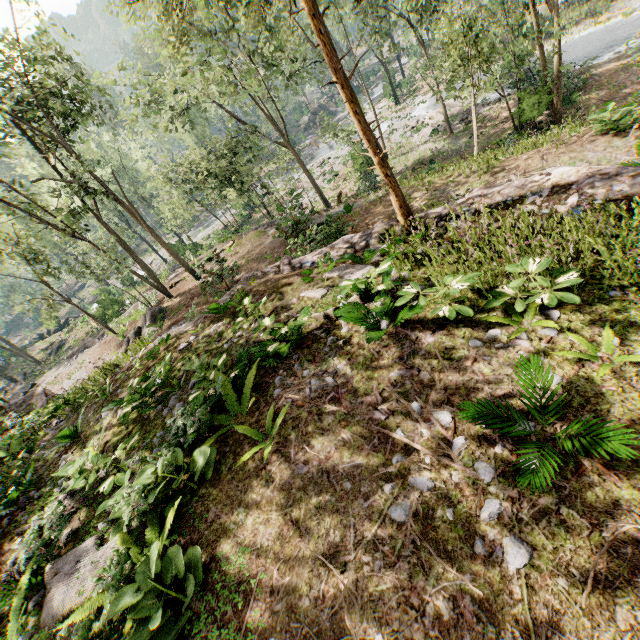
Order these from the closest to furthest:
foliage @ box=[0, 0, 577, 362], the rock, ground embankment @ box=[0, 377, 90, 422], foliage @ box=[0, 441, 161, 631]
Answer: foliage @ box=[0, 441, 161, 631] → ground embankment @ box=[0, 377, 90, 422] → foliage @ box=[0, 0, 577, 362] → the rock

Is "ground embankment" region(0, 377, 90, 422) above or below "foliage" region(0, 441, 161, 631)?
below

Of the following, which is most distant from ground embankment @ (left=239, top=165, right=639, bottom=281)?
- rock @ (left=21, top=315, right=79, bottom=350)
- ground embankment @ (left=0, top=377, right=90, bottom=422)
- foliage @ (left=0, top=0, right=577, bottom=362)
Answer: rock @ (left=21, top=315, right=79, bottom=350)

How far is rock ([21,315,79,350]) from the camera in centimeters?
4250cm

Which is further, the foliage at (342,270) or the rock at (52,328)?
the rock at (52,328)

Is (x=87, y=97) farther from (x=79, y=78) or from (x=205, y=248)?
(x=205, y=248)

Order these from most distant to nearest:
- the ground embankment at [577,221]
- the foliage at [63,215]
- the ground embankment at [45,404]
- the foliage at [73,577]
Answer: the foliage at [63,215], the ground embankment at [45,404], the ground embankment at [577,221], the foliage at [73,577]

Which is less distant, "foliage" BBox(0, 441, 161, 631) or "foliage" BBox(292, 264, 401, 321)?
"foliage" BBox(0, 441, 161, 631)
